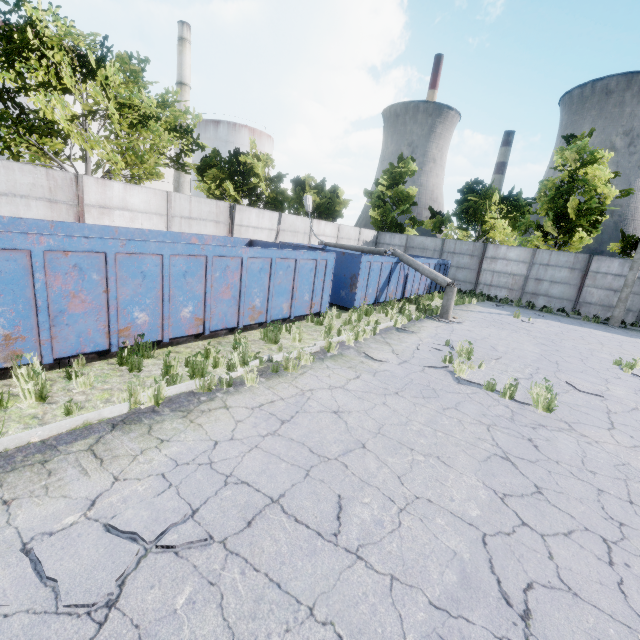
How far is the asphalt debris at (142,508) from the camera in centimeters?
290cm

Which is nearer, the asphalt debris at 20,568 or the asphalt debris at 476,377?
the asphalt debris at 20,568

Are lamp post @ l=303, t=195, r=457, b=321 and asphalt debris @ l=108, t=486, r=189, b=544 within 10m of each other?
no

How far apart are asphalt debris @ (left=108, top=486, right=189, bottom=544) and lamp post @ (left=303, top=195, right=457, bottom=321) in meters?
12.5 m

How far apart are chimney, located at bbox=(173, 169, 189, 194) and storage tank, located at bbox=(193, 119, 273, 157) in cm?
580

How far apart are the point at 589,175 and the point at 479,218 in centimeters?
672cm

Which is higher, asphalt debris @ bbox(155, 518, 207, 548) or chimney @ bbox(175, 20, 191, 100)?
chimney @ bbox(175, 20, 191, 100)
